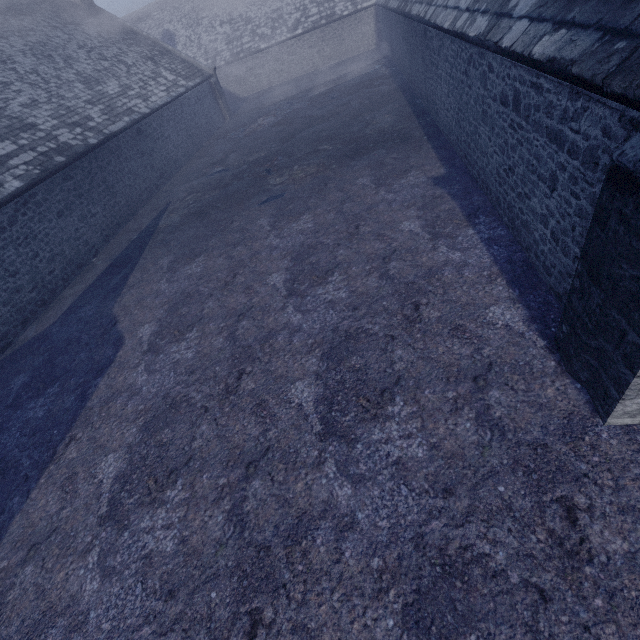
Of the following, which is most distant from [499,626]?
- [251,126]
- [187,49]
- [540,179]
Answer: [187,49]
